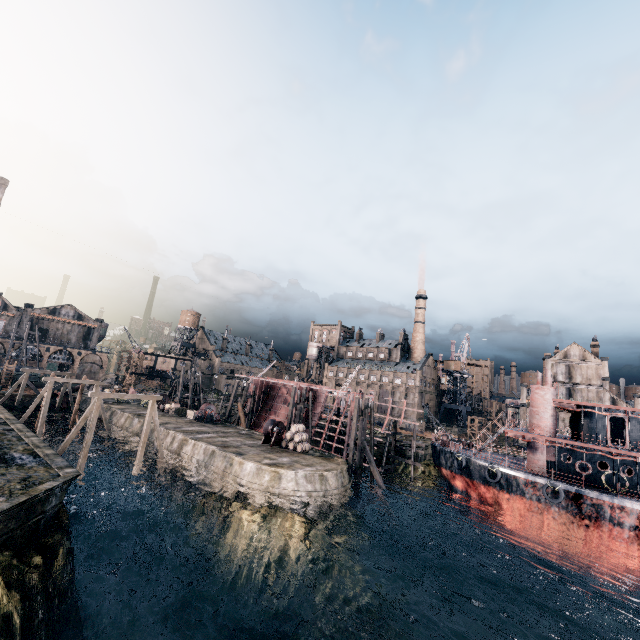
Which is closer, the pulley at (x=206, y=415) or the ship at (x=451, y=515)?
the ship at (x=451, y=515)

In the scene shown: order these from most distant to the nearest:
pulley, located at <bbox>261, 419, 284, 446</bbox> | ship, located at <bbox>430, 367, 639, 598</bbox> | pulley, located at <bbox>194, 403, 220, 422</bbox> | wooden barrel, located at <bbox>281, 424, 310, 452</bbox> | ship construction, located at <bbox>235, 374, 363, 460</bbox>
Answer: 1. pulley, located at <bbox>194, 403, 220, 422</bbox>
2. ship construction, located at <bbox>235, 374, 363, 460</bbox>
3. pulley, located at <bbox>261, 419, 284, 446</bbox>
4. wooden barrel, located at <bbox>281, 424, 310, 452</bbox>
5. ship, located at <bbox>430, 367, 639, 598</bbox>

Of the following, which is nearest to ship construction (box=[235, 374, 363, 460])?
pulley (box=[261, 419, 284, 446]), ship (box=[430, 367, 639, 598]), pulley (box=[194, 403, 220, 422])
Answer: ship (box=[430, 367, 639, 598])

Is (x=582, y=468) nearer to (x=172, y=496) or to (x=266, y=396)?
(x=172, y=496)

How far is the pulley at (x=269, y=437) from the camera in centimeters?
3459cm

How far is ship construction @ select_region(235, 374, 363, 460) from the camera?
41.3m

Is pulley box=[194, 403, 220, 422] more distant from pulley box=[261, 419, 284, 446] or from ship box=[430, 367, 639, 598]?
ship box=[430, 367, 639, 598]

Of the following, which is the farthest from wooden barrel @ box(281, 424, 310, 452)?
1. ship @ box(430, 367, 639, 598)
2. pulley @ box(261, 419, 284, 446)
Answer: ship @ box(430, 367, 639, 598)
